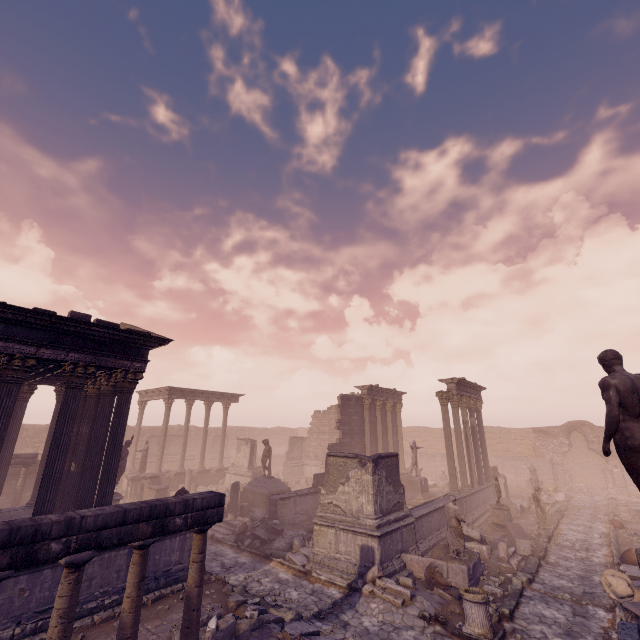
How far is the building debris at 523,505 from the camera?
20.1m

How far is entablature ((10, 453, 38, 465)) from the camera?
17.0 meters

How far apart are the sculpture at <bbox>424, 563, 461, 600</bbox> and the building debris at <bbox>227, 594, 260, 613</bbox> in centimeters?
513cm

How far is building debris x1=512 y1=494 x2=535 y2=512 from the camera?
20.1 meters

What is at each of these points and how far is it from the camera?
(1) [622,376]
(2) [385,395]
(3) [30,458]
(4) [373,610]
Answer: (1) sculpture, 4.8 meters
(2) entablature, 26.4 meters
(3) entablature, 17.5 meters
(4) debris pile, 9.0 meters

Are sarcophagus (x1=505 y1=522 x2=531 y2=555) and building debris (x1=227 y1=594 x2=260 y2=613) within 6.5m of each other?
no

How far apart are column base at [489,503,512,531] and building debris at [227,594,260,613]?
13.05m

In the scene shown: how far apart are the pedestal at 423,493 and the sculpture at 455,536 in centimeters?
842cm
